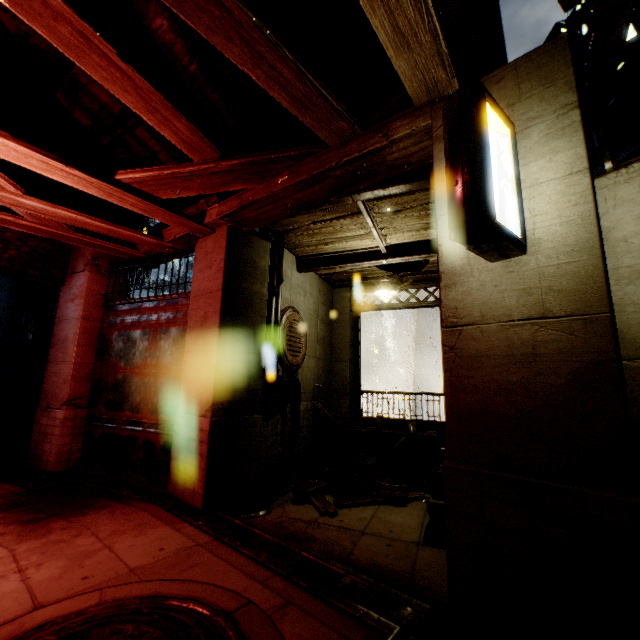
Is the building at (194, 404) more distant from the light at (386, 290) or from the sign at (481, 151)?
the light at (386, 290)

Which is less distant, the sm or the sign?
the sign

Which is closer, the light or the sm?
the sm

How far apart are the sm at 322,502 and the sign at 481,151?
5.19m

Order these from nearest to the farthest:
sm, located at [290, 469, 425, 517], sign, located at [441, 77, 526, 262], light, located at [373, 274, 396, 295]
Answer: sign, located at [441, 77, 526, 262], sm, located at [290, 469, 425, 517], light, located at [373, 274, 396, 295]

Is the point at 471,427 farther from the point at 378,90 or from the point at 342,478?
the point at 342,478

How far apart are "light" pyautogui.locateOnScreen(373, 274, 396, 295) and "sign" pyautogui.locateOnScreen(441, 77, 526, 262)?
5.3m

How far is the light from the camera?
8.1m
